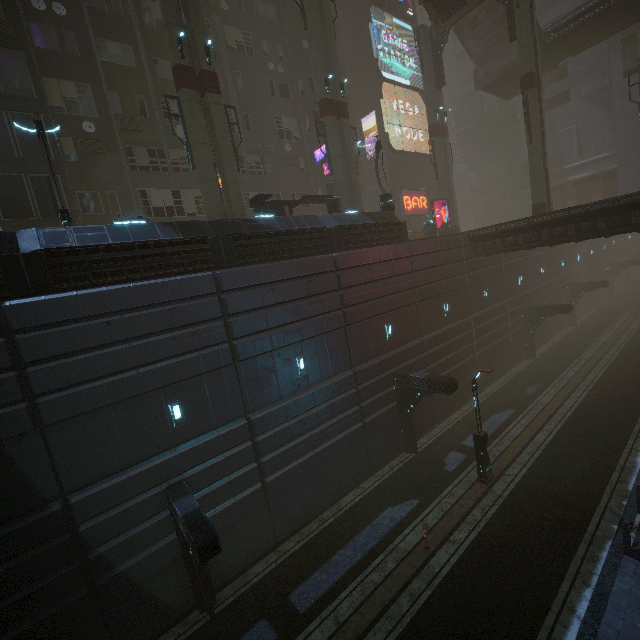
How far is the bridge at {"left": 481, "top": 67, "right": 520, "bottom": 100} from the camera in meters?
30.3 m

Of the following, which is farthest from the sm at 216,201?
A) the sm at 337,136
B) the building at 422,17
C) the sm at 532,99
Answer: the building at 422,17

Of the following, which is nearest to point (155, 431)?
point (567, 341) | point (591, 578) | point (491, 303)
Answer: point (591, 578)

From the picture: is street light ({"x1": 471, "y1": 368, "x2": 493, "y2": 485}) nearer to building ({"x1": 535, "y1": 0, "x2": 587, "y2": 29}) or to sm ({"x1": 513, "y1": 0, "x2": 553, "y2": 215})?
sm ({"x1": 513, "y1": 0, "x2": 553, "y2": 215})

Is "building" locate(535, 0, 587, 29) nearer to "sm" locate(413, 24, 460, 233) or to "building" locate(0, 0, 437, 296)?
"building" locate(0, 0, 437, 296)

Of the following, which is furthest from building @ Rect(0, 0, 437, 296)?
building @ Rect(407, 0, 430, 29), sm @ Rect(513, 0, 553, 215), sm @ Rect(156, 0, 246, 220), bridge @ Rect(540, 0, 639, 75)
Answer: bridge @ Rect(540, 0, 639, 75)

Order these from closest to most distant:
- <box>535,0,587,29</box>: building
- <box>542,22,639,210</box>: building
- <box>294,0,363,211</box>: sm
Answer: <box>294,0,363,211</box>: sm → <box>542,22,639,210</box>: building → <box>535,0,587,29</box>: building

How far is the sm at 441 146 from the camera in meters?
27.6 m
